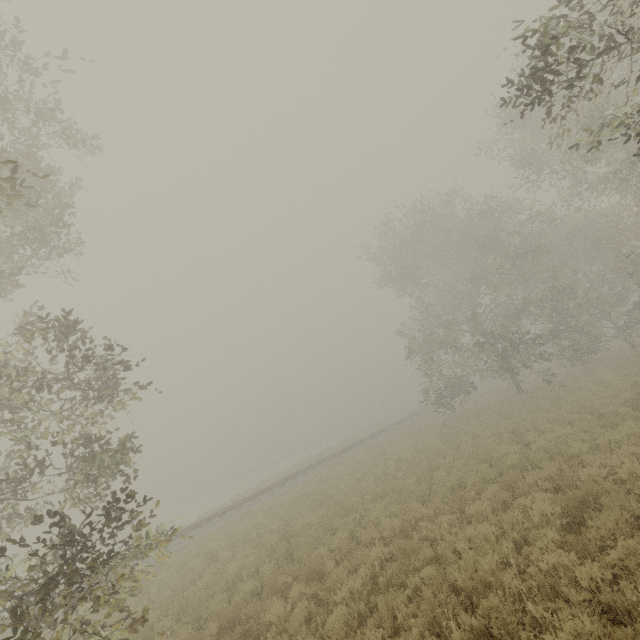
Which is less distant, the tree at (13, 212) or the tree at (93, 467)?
the tree at (93, 467)

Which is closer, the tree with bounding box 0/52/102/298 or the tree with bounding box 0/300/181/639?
the tree with bounding box 0/300/181/639

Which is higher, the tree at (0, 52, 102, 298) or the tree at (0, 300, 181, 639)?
the tree at (0, 52, 102, 298)

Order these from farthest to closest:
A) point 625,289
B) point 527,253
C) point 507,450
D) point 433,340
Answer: point 433,340
point 625,289
point 527,253
point 507,450
